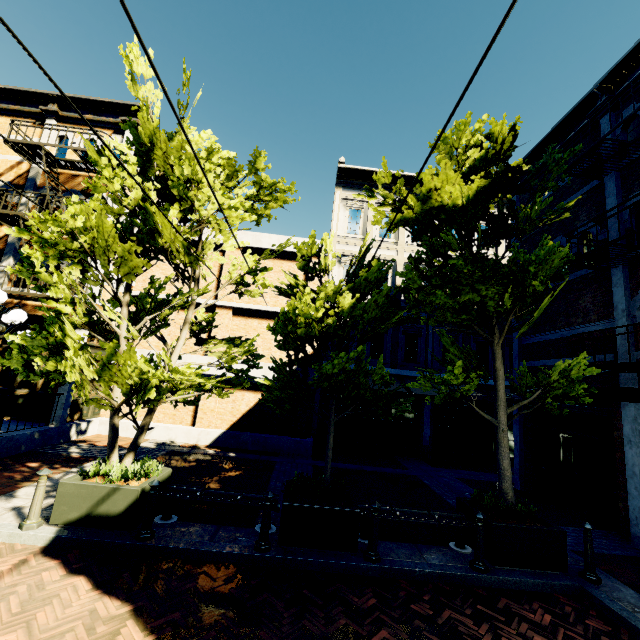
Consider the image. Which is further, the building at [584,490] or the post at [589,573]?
the building at [584,490]

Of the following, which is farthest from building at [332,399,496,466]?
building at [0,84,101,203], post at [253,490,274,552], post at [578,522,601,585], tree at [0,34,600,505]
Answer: building at [0,84,101,203]

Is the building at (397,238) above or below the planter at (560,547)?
above

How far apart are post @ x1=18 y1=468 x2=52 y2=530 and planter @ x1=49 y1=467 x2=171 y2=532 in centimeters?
11cm

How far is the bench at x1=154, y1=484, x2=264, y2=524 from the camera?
5.7m

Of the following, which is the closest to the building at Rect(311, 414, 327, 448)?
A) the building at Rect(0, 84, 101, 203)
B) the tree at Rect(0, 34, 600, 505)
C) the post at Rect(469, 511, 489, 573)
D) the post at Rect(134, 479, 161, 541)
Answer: the tree at Rect(0, 34, 600, 505)

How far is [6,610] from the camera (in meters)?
3.62

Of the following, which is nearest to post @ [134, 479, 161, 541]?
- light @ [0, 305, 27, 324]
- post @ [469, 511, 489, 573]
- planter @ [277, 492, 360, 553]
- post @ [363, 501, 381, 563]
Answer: planter @ [277, 492, 360, 553]
